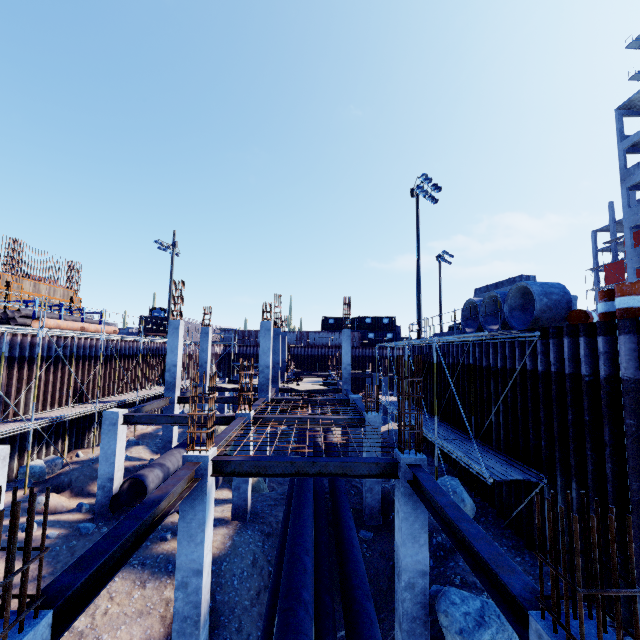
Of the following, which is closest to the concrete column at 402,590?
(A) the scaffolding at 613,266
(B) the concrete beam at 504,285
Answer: (B) the concrete beam at 504,285

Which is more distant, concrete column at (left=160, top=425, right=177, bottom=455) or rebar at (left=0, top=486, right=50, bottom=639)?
concrete column at (left=160, top=425, right=177, bottom=455)

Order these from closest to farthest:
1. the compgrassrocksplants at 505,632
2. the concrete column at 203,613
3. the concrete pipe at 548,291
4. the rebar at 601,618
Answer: the rebar at 601,618, the compgrassrocksplants at 505,632, the concrete column at 203,613, the concrete pipe at 548,291

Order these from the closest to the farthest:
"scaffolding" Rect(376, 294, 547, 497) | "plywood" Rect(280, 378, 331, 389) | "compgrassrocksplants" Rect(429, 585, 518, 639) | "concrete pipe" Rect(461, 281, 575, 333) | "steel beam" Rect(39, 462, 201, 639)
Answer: "steel beam" Rect(39, 462, 201, 639) < "compgrassrocksplants" Rect(429, 585, 518, 639) < "scaffolding" Rect(376, 294, 547, 497) < "concrete pipe" Rect(461, 281, 575, 333) < "plywood" Rect(280, 378, 331, 389)

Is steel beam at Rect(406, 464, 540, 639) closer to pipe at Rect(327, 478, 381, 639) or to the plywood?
pipe at Rect(327, 478, 381, 639)

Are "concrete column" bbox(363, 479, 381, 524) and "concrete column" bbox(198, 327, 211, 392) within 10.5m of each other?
no

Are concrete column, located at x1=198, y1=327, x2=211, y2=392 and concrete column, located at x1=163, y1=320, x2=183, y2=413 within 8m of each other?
yes

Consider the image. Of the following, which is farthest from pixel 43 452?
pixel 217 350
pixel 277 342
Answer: pixel 217 350
